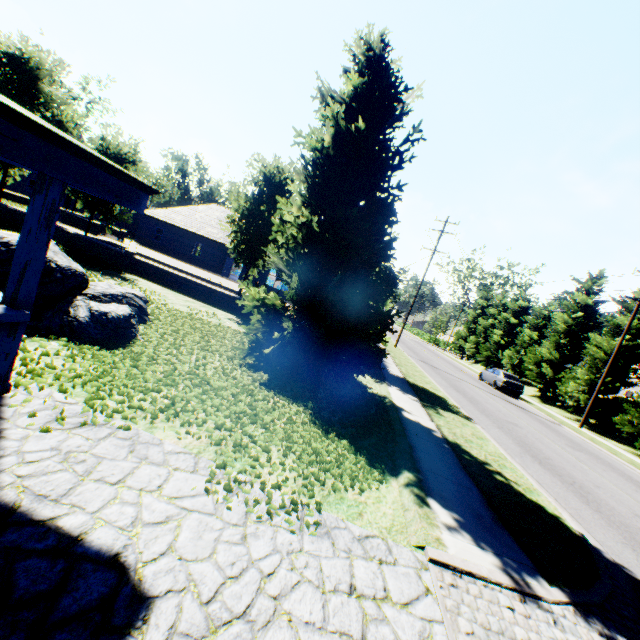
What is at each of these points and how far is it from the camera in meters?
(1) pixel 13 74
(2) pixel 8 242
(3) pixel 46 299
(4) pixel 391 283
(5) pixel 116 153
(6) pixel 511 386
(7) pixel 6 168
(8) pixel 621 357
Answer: (1) tree, 15.8
(2) rock, 5.7
(3) rock, 6.2
(4) tree, 15.0
(5) tree, 16.3
(6) car, 25.2
(7) tree, 17.3
(8) tree, 22.8

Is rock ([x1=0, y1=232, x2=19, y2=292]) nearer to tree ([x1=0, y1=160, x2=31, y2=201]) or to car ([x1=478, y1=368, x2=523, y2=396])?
tree ([x1=0, y1=160, x2=31, y2=201])

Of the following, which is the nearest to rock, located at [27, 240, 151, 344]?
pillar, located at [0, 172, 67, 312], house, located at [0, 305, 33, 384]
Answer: house, located at [0, 305, 33, 384]

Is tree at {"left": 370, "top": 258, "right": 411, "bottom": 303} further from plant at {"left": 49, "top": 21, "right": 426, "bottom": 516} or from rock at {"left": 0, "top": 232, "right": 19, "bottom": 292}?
rock at {"left": 0, "top": 232, "right": 19, "bottom": 292}

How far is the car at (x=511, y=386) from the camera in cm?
2517

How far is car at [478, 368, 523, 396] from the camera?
25.2 meters

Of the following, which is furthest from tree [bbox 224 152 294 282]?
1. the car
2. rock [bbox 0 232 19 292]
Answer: rock [bbox 0 232 19 292]

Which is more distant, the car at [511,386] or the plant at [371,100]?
the car at [511,386]
